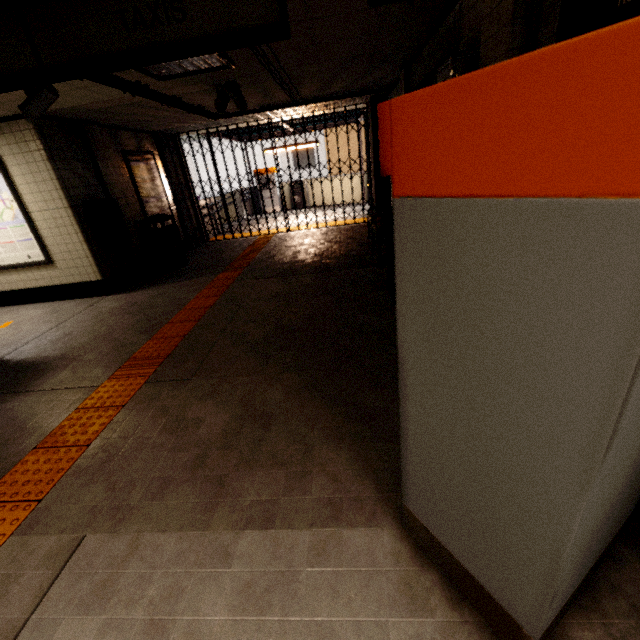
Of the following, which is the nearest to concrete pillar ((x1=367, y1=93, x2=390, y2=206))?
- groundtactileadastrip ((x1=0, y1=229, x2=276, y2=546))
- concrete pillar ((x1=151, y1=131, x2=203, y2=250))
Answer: groundtactileadastrip ((x1=0, y1=229, x2=276, y2=546))

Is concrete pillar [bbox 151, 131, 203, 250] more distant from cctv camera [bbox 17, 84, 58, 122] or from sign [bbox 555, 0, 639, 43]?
sign [bbox 555, 0, 639, 43]

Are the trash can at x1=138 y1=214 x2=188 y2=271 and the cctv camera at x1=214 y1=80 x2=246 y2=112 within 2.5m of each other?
no

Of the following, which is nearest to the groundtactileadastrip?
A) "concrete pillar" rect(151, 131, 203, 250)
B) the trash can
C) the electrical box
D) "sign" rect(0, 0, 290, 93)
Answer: "concrete pillar" rect(151, 131, 203, 250)

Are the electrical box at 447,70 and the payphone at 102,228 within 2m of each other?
no

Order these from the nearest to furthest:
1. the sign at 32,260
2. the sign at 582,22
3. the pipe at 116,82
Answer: the sign at 582,22, the pipe at 116,82, the sign at 32,260

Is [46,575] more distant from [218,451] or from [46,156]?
[46,156]

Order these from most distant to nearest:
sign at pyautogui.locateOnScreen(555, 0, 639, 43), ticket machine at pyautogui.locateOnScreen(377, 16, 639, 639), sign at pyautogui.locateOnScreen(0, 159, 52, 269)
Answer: sign at pyautogui.locateOnScreen(0, 159, 52, 269), sign at pyautogui.locateOnScreen(555, 0, 639, 43), ticket machine at pyautogui.locateOnScreen(377, 16, 639, 639)
